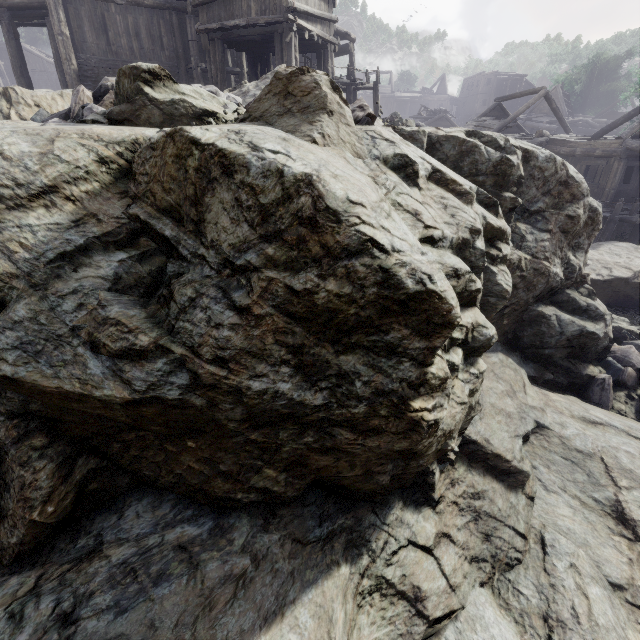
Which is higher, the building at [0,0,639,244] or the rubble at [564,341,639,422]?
the building at [0,0,639,244]

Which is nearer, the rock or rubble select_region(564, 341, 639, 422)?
the rock

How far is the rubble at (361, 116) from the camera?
4.69m

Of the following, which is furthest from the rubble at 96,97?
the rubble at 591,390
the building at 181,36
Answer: the rubble at 591,390

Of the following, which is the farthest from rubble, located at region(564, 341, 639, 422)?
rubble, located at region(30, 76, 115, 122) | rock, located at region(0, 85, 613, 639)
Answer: rubble, located at region(30, 76, 115, 122)

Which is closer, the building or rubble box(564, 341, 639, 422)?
rubble box(564, 341, 639, 422)

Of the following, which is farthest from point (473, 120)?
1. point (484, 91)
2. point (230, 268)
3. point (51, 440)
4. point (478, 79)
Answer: point (478, 79)

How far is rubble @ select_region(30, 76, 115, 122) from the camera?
4.9m
